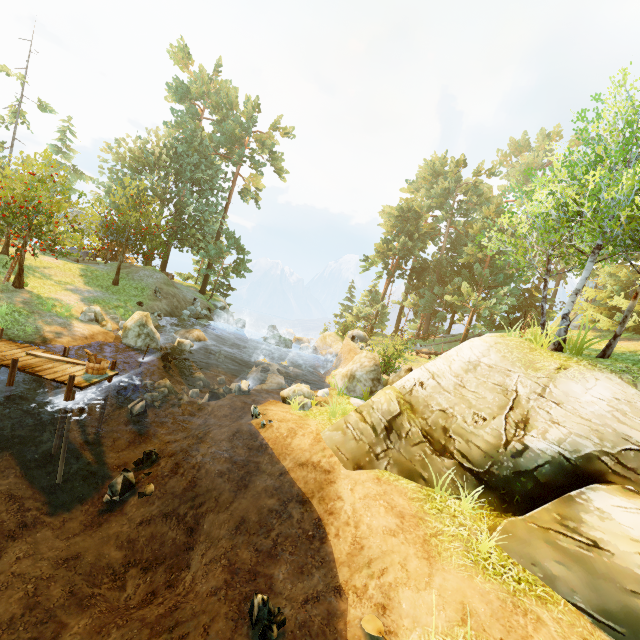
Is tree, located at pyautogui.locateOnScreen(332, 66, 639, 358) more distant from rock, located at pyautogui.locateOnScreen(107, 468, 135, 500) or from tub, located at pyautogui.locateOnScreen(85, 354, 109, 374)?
rock, located at pyautogui.locateOnScreen(107, 468, 135, 500)

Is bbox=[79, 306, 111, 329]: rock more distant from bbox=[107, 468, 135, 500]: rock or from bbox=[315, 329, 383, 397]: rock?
bbox=[315, 329, 383, 397]: rock

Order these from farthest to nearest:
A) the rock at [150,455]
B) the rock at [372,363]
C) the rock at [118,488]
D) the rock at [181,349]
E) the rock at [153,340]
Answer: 1. the rock at [181,349]
2. the rock at [153,340]
3. the rock at [372,363]
4. the rock at [150,455]
5. the rock at [118,488]

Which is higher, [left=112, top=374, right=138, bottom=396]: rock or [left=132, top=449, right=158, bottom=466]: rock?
[left=112, top=374, right=138, bottom=396]: rock

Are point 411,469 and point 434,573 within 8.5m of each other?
yes

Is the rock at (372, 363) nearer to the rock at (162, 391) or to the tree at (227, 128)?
the tree at (227, 128)

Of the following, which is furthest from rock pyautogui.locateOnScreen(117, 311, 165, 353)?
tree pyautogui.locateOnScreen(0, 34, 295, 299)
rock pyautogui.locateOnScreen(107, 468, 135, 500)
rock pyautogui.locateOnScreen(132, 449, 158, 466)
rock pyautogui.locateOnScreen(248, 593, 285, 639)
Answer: rock pyautogui.locateOnScreen(248, 593, 285, 639)

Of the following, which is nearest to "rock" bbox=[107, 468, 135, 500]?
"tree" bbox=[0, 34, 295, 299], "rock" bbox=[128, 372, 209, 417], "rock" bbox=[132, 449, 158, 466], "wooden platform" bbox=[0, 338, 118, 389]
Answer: "rock" bbox=[132, 449, 158, 466]
